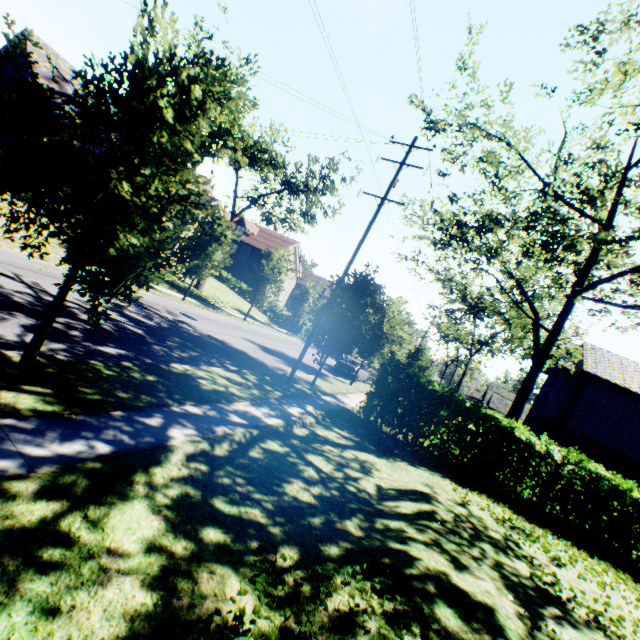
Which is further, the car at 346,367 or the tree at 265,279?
the tree at 265,279

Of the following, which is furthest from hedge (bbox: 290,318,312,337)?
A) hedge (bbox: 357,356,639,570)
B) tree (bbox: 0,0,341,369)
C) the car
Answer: hedge (bbox: 357,356,639,570)

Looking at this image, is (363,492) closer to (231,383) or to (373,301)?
(231,383)

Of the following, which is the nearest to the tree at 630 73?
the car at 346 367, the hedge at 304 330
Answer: the hedge at 304 330

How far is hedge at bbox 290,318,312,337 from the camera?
39.8 meters

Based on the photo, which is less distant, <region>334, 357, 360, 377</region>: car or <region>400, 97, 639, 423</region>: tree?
<region>400, 97, 639, 423</region>: tree

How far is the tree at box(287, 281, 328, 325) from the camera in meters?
16.8

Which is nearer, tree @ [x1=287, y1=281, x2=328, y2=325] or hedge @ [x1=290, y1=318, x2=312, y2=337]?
tree @ [x1=287, y1=281, x2=328, y2=325]
